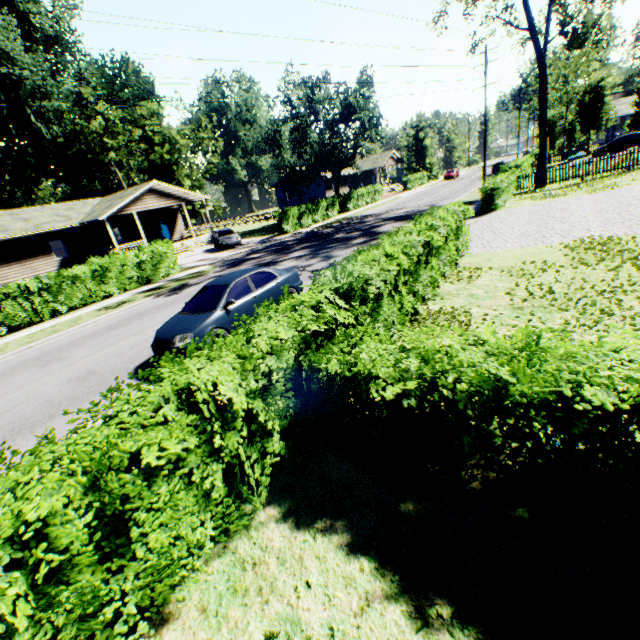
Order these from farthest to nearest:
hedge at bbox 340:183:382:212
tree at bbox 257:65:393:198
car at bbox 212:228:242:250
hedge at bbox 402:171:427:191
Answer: hedge at bbox 402:171:427:191
hedge at bbox 340:183:382:212
tree at bbox 257:65:393:198
car at bbox 212:228:242:250

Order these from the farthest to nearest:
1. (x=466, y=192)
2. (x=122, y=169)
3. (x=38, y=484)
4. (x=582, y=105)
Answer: (x=122, y=169)
(x=582, y=105)
(x=466, y=192)
(x=38, y=484)

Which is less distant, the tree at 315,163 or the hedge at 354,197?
the tree at 315,163

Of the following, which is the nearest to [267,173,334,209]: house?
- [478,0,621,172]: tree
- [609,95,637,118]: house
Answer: [478,0,621,172]: tree

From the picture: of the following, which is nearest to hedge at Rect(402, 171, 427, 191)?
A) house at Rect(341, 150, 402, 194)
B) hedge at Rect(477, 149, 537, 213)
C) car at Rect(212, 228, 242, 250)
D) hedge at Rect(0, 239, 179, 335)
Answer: house at Rect(341, 150, 402, 194)

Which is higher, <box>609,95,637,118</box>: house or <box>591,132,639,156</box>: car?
<box>609,95,637,118</box>: house

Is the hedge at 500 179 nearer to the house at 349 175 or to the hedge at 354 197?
the hedge at 354 197

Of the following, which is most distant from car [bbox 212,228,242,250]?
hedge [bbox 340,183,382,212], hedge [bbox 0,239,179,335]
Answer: hedge [bbox 340,183,382,212]
